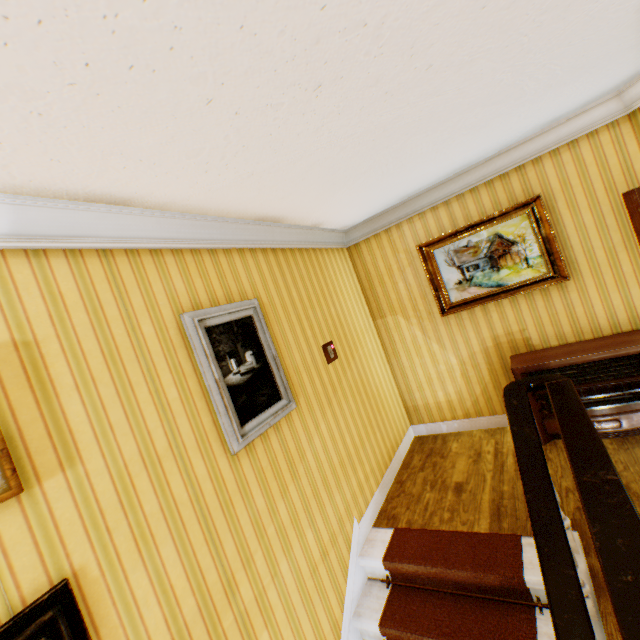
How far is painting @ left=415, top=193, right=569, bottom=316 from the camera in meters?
3.5

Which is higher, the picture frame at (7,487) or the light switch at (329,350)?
the picture frame at (7,487)

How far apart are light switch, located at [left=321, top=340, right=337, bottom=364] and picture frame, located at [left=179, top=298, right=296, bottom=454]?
0.8m

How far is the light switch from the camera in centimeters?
344cm

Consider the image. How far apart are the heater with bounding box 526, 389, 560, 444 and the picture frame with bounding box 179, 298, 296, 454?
2.4m

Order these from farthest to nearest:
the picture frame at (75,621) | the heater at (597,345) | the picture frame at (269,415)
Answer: the heater at (597,345) < the picture frame at (269,415) < the picture frame at (75,621)

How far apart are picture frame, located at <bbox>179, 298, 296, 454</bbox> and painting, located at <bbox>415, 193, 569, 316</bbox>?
2.41m

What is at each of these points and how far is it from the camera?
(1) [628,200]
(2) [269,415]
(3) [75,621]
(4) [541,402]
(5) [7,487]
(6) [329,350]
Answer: (1) childactor, 2.30m
(2) picture frame, 2.49m
(3) picture frame, 1.30m
(4) heater, 3.52m
(5) picture frame, 1.22m
(6) light switch, 3.52m
